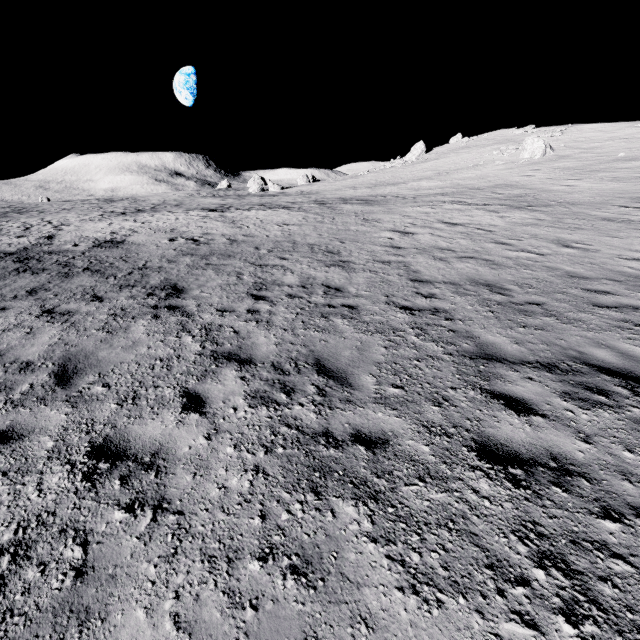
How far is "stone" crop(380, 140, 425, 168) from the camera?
55.1m

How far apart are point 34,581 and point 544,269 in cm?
1161

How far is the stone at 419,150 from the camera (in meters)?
55.08
